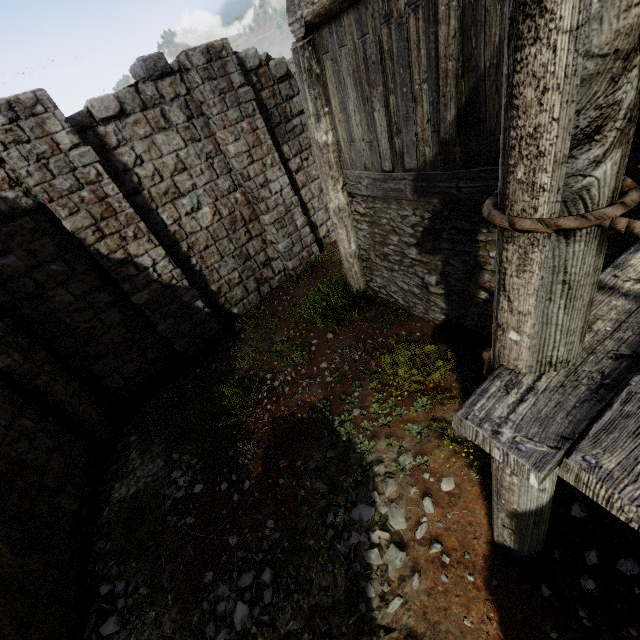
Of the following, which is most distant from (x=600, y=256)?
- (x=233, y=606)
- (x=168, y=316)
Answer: (x=168, y=316)
